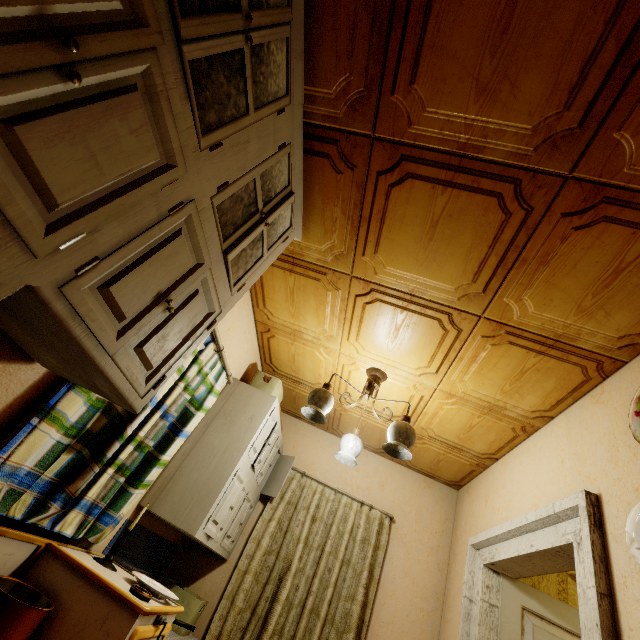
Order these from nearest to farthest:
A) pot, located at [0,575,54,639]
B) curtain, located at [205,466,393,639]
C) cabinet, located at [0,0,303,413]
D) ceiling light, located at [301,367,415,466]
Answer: cabinet, located at [0,0,303,413]
pot, located at [0,575,54,639]
ceiling light, located at [301,367,415,466]
curtain, located at [205,466,393,639]

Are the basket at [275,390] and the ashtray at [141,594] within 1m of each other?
no

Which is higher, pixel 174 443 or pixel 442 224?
pixel 442 224

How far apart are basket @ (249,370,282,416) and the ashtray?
1.6m

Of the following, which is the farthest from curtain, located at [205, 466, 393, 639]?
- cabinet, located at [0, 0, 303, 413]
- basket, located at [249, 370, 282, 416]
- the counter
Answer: cabinet, located at [0, 0, 303, 413]

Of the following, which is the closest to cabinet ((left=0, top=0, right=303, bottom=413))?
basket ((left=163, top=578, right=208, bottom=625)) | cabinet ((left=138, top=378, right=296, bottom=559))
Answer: cabinet ((left=138, top=378, right=296, bottom=559))

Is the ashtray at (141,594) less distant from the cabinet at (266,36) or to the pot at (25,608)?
the pot at (25,608)

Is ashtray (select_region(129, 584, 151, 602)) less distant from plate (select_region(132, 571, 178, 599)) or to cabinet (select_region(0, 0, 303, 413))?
plate (select_region(132, 571, 178, 599))
